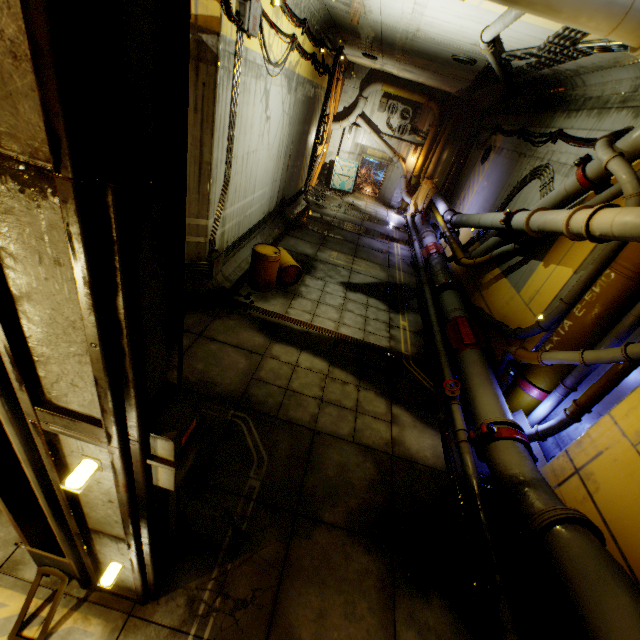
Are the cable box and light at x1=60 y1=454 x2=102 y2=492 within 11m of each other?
yes

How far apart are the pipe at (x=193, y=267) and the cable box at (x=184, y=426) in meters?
5.9 m

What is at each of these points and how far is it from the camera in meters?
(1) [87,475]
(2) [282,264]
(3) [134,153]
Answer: (1) light, 2.0
(2) barrel, 9.5
(3) beam, 1.2

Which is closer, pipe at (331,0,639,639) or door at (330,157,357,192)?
pipe at (331,0,639,639)

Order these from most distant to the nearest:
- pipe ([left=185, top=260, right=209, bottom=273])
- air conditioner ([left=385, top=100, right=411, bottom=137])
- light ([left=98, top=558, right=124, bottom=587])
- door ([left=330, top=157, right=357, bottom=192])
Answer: door ([left=330, top=157, right=357, bottom=192]) → air conditioner ([left=385, top=100, right=411, bottom=137]) → pipe ([left=185, top=260, right=209, bottom=273]) → light ([left=98, top=558, right=124, bottom=587])

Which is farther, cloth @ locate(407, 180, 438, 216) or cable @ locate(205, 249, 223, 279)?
cloth @ locate(407, 180, 438, 216)

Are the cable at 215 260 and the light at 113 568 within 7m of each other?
yes

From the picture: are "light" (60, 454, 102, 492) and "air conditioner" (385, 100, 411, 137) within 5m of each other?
no
